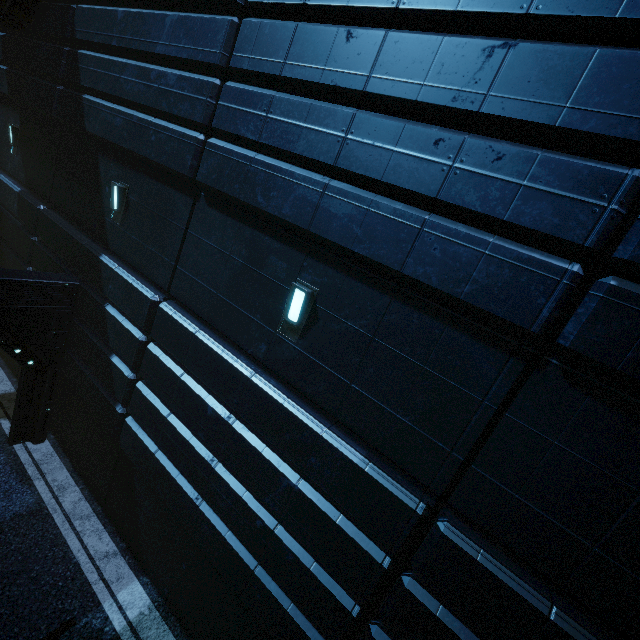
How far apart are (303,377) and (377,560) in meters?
2.6 m
